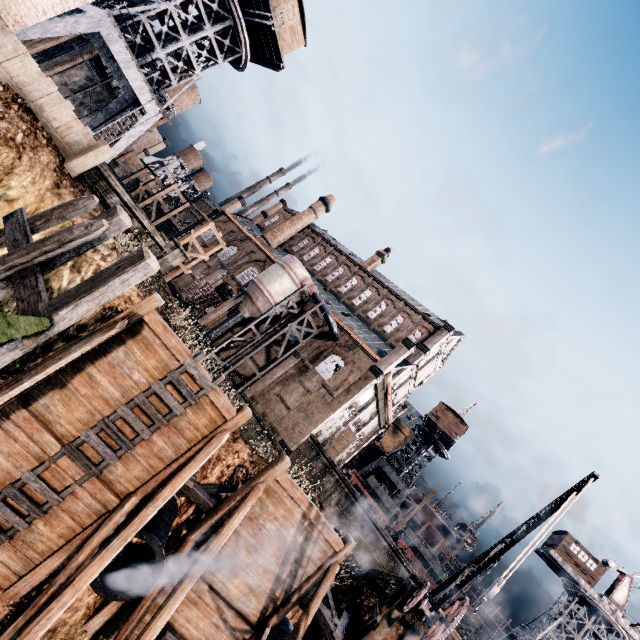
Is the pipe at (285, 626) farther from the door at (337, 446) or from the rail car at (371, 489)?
the rail car at (371, 489)

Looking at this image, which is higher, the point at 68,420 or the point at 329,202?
the point at 329,202

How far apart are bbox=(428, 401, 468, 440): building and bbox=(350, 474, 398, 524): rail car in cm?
1277

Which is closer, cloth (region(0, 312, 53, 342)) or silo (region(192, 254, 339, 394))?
cloth (region(0, 312, 53, 342))

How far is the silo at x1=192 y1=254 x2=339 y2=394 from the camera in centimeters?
3156cm

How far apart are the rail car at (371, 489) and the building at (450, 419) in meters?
12.8

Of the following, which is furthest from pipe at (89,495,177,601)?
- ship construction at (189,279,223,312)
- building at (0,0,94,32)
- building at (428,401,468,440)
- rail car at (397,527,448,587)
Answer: building at (428,401,468,440)

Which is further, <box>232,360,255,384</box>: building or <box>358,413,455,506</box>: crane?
<box>358,413,455,506</box>: crane
